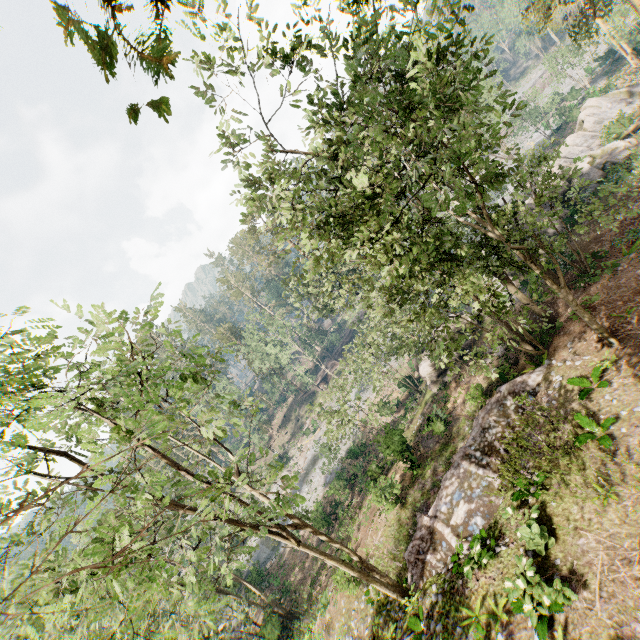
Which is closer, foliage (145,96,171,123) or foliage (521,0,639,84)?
foliage (145,96,171,123)

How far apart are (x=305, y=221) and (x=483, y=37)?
6.75m

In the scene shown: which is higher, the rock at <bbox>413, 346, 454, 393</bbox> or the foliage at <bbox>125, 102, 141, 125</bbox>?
the foliage at <bbox>125, 102, 141, 125</bbox>

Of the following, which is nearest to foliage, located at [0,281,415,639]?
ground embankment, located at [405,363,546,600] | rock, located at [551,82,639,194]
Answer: ground embankment, located at [405,363,546,600]

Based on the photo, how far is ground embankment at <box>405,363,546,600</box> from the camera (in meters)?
14.53

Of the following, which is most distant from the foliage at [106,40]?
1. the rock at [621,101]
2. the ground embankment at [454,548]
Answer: the rock at [621,101]
